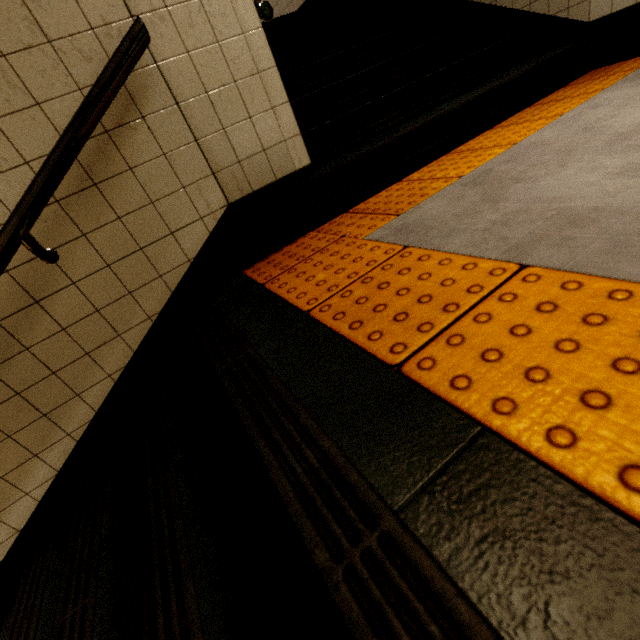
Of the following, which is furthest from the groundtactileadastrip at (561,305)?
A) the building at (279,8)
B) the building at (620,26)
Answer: the building at (279,8)

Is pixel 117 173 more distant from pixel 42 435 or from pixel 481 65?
pixel 481 65

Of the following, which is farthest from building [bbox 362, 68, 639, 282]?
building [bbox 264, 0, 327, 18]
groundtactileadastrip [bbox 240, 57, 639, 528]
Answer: building [bbox 264, 0, 327, 18]

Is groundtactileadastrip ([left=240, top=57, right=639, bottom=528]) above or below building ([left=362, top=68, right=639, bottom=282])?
above

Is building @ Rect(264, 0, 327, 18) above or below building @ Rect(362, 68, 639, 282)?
above

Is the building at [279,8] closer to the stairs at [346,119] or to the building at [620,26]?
the stairs at [346,119]

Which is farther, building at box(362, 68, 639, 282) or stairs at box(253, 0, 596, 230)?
stairs at box(253, 0, 596, 230)
